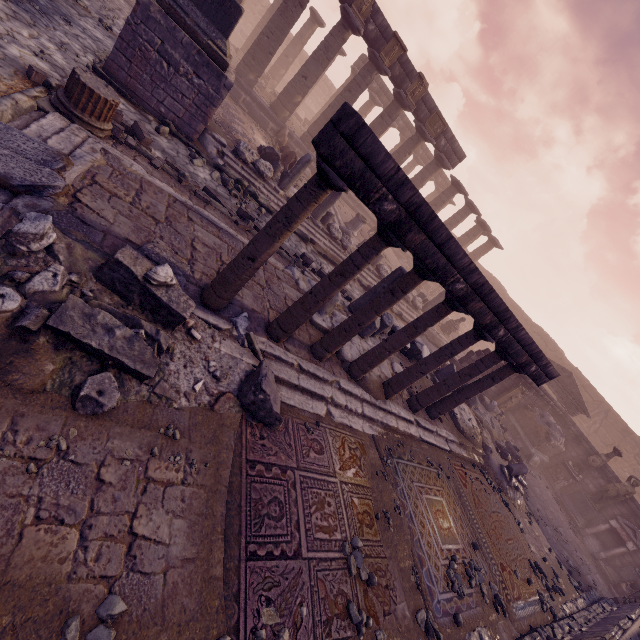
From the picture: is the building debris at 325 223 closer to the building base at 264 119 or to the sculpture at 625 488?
the building base at 264 119

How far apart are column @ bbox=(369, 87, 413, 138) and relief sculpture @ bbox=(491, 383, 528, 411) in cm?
1487

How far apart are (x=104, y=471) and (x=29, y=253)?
2.2m

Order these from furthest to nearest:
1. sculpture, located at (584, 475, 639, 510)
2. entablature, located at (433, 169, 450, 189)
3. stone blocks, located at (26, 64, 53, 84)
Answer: entablature, located at (433, 169, 450, 189), sculpture, located at (584, 475, 639, 510), stone blocks, located at (26, 64, 53, 84)

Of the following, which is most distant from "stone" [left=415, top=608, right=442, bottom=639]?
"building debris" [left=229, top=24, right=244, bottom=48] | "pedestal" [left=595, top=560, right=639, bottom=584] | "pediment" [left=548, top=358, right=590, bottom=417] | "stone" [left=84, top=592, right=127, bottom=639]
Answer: "building debris" [left=229, top=24, right=244, bottom=48]

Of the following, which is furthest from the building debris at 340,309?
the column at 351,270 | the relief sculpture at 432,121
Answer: the relief sculpture at 432,121

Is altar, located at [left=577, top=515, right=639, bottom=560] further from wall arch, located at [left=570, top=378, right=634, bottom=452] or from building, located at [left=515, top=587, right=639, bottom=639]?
wall arch, located at [left=570, top=378, right=634, bottom=452]

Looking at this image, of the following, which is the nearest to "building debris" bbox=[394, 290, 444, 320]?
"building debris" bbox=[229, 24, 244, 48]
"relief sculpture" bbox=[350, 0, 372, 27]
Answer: "relief sculpture" bbox=[350, 0, 372, 27]
